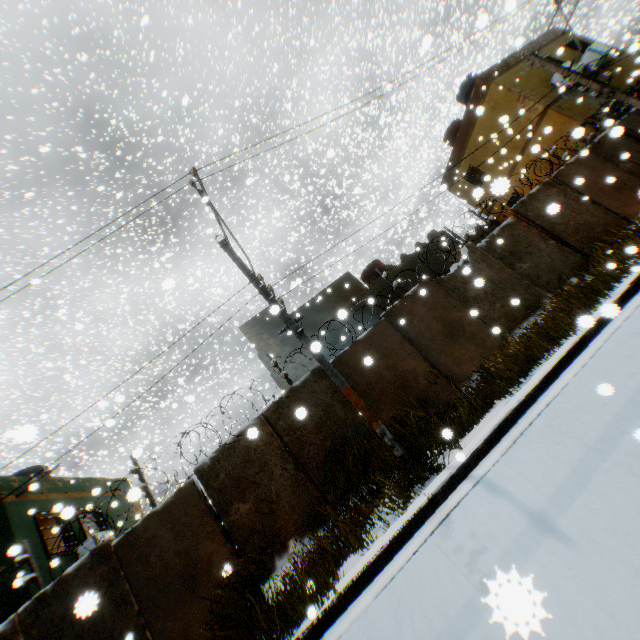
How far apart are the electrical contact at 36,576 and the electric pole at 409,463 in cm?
727

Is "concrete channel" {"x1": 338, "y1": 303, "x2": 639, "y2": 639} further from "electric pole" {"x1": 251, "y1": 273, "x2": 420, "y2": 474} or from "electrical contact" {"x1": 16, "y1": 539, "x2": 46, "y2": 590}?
"electrical contact" {"x1": 16, "y1": 539, "x2": 46, "y2": 590}

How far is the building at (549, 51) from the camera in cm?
1694

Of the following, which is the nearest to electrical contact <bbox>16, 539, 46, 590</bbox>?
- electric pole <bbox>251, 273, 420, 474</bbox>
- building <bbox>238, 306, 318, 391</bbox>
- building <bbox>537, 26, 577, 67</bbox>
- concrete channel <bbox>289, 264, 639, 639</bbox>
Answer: building <bbox>238, 306, 318, 391</bbox>

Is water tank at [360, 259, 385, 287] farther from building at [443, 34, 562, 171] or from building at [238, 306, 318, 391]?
building at [238, 306, 318, 391]

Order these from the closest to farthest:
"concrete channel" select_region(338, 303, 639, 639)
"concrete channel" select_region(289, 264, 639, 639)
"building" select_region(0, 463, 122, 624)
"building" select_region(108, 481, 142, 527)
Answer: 1. "concrete channel" select_region(338, 303, 639, 639)
2. "concrete channel" select_region(289, 264, 639, 639)
3. "building" select_region(0, 463, 122, 624)
4. "building" select_region(108, 481, 142, 527)

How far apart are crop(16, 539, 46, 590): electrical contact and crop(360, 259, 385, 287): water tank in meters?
16.7 m

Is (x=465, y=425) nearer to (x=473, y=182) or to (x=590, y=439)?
(x=590, y=439)
